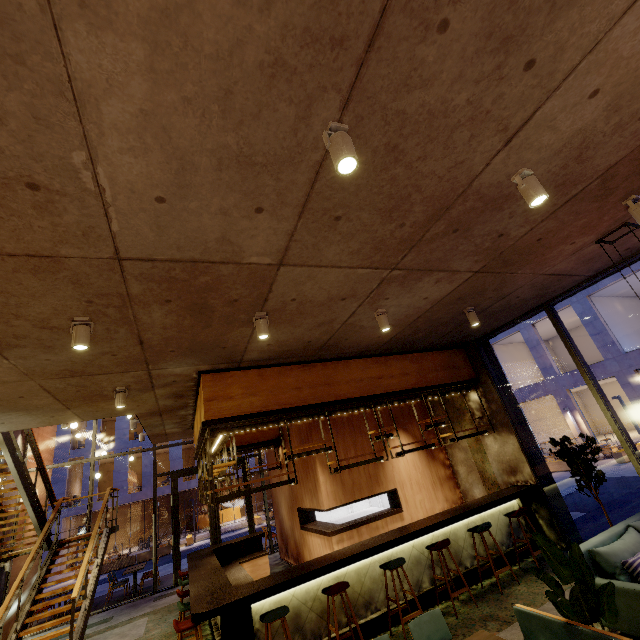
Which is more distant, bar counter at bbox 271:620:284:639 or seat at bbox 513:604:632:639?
bar counter at bbox 271:620:284:639

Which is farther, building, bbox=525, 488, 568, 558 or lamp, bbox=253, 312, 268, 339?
building, bbox=525, 488, 568, 558

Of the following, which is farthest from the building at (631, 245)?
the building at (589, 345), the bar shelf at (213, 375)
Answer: the building at (589, 345)

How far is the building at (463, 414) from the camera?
8.6m

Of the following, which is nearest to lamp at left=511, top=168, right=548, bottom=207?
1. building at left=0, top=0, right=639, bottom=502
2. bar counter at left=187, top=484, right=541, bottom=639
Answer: building at left=0, top=0, right=639, bottom=502

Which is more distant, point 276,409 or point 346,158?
point 276,409

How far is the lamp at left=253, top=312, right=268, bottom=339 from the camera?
4.2m

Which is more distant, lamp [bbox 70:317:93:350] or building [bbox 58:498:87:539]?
building [bbox 58:498:87:539]
